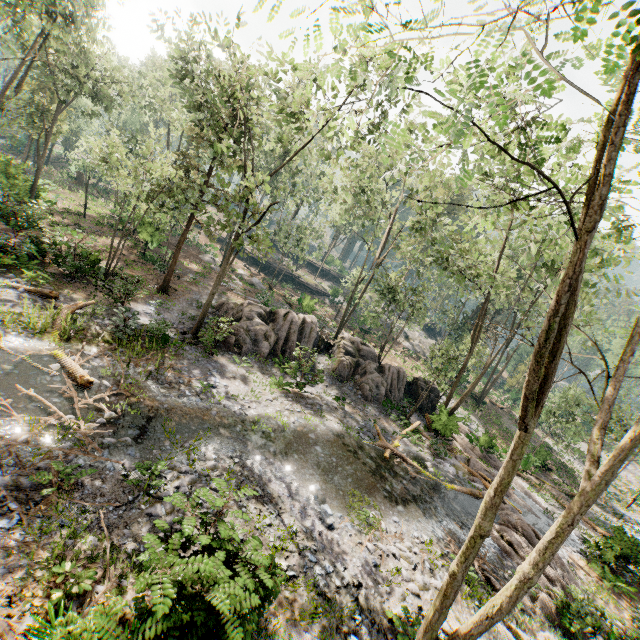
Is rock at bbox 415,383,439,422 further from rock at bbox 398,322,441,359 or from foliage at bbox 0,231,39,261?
rock at bbox 398,322,441,359

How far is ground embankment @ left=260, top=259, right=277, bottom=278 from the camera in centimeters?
4812cm

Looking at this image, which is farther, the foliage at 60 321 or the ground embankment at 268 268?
the ground embankment at 268 268

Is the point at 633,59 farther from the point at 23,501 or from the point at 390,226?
the point at 390,226

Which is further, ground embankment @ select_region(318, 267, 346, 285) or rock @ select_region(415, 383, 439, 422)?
ground embankment @ select_region(318, 267, 346, 285)

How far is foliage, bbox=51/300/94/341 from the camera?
12.6m

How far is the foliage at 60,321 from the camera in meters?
12.6
